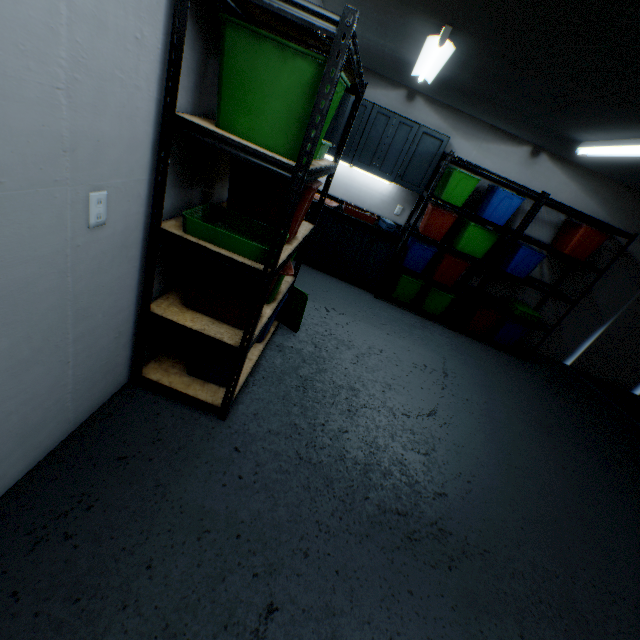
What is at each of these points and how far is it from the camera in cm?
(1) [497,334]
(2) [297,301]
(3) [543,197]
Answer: (1) storage tub, 464
(2) storage tub, 287
(3) shelf, 371

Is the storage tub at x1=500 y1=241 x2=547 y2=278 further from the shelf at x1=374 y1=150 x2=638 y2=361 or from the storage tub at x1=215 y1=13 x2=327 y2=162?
the storage tub at x1=215 y1=13 x2=327 y2=162

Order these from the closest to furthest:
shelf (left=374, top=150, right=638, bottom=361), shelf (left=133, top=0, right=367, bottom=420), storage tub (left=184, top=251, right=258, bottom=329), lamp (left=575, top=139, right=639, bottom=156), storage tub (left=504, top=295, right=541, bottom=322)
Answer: shelf (left=133, top=0, right=367, bottom=420) < storage tub (left=184, top=251, right=258, bottom=329) < lamp (left=575, top=139, right=639, bottom=156) < shelf (left=374, top=150, right=638, bottom=361) < storage tub (left=504, top=295, right=541, bottom=322)

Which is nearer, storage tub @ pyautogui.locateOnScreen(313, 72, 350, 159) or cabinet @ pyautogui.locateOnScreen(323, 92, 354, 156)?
storage tub @ pyautogui.locateOnScreen(313, 72, 350, 159)

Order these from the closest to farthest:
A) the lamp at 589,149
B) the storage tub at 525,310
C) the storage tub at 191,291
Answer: the storage tub at 191,291 < the lamp at 589,149 < the storage tub at 525,310

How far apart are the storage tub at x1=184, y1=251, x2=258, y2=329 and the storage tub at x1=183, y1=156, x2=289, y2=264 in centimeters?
13cm

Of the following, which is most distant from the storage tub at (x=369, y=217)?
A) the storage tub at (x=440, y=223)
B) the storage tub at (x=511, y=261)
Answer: the storage tub at (x=511, y=261)

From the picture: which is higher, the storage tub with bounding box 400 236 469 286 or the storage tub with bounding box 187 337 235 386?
the storage tub with bounding box 400 236 469 286
